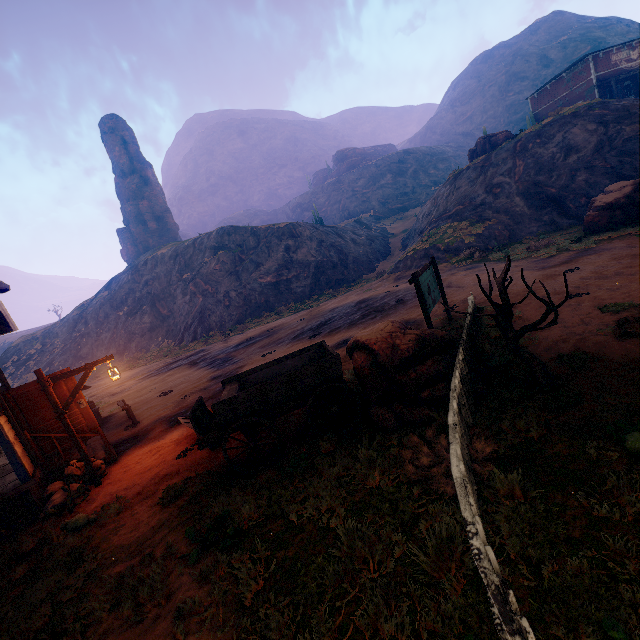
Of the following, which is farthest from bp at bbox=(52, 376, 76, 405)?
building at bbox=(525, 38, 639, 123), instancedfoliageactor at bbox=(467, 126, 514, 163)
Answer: instancedfoliageactor at bbox=(467, 126, 514, 163)

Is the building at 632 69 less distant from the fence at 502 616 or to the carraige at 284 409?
the fence at 502 616

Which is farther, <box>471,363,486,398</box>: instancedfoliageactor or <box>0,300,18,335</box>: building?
<box>0,300,18,335</box>: building

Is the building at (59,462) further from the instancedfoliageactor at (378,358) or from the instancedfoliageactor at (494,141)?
the instancedfoliageactor at (378,358)

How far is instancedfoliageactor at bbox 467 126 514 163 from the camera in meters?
32.0

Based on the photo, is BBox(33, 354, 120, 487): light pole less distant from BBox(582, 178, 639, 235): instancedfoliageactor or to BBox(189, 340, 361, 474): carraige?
BBox(189, 340, 361, 474): carraige

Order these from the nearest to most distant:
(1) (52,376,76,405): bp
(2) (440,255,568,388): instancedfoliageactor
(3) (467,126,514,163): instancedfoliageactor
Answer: (2) (440,255,568,388): instancedfoliageactor, (1) (52,376,76,405): bp, (3) (467,126,514,163): instancedfoliageactor

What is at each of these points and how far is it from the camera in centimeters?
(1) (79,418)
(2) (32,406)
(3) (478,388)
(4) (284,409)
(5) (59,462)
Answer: (1) bp, 938cm
(2) bp, 878cm
(3) instancedfoliageactor, 631cm
(4) carraige, 659cm
(5) building, 888cm
